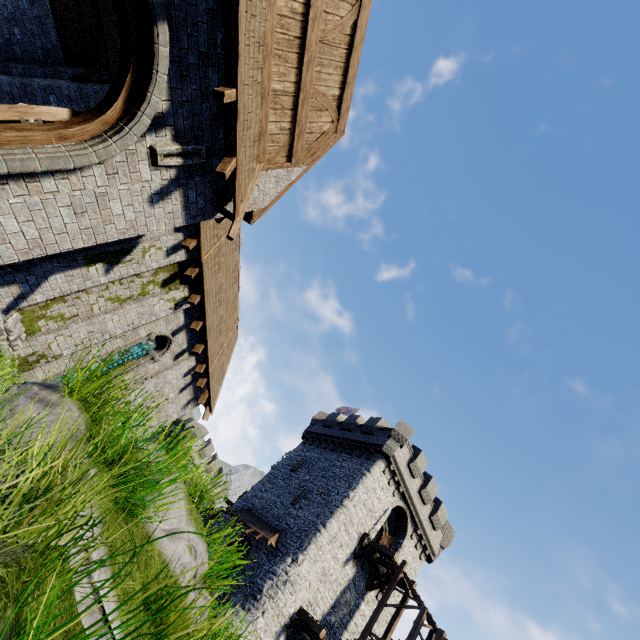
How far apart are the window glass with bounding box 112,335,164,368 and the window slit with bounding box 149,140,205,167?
7.7m

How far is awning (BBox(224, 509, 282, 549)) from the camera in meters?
20.1 m

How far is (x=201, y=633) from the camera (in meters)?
4.14

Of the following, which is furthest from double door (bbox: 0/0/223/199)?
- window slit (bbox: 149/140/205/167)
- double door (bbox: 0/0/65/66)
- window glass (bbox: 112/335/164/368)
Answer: double door (bbox: 0/0/65/66)

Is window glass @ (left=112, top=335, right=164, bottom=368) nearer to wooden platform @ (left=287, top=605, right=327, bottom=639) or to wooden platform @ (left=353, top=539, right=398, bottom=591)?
wooden platform @ (left=287, top=605, right=327, bottom=639)

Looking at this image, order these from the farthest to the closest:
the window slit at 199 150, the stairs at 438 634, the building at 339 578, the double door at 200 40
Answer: the building at 339 578 < the stairs at 438 634 < the window slit at 199 150 < the double door at 200 40

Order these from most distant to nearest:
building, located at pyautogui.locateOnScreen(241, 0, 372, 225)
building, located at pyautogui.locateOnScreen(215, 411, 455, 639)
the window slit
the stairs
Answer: building, located at pyautogui.locateOnScreen(215, 411, 455, 639)
the stairs
building, located at pyautogui.locateOnScreen(241, 0, 372, 225)
the window slit

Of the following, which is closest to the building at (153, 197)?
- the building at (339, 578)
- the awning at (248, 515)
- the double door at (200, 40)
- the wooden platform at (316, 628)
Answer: the double door at (200, 40)
